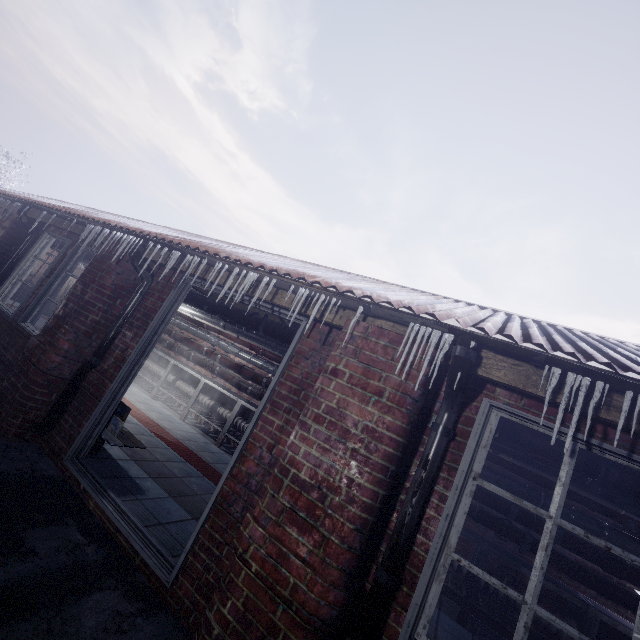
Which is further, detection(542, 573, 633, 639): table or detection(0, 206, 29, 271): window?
detection(0, 206, 29, 271): window

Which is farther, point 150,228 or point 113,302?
point 150,228

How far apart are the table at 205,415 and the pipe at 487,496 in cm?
10

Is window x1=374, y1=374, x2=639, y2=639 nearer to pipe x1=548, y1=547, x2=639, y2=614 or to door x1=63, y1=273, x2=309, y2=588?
door x1=63, y1=273, x2=309, y2=588

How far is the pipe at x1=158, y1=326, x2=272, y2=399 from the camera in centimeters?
613cm

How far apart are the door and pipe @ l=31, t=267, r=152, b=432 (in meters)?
0.39

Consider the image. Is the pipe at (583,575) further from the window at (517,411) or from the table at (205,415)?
the window at (517,411)

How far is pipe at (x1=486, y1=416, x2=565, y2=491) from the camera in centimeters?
225cm
